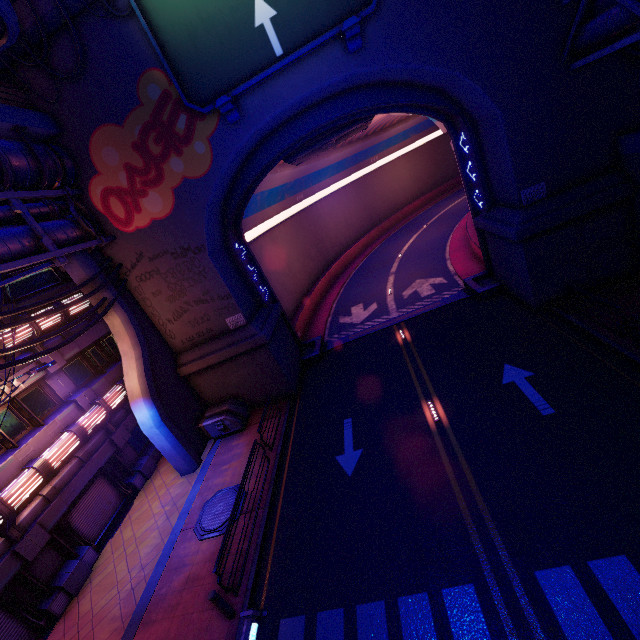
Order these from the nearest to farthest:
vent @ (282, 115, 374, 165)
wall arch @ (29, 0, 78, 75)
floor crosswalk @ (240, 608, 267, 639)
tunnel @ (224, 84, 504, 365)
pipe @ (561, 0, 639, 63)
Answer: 1. floor crosswalk @ (240, 608, 267, 639)
2. pipe @ (561, 0, 639, 63)
3. wall arch @ (29, 0, 78, 75)
4. tunnel @ (224, 84, 504, 365)
5. vent @ (282, 115, 374, 165)

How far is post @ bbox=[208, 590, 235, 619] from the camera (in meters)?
8.38

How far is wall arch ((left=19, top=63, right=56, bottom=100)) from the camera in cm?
1224

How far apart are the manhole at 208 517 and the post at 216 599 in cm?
261

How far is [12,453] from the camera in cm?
1175

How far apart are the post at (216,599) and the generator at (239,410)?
7.8 meters

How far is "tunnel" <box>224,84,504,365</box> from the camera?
15.5m

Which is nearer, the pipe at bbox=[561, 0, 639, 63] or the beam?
the pipe at bbox=[561, 0, 639, 63]
